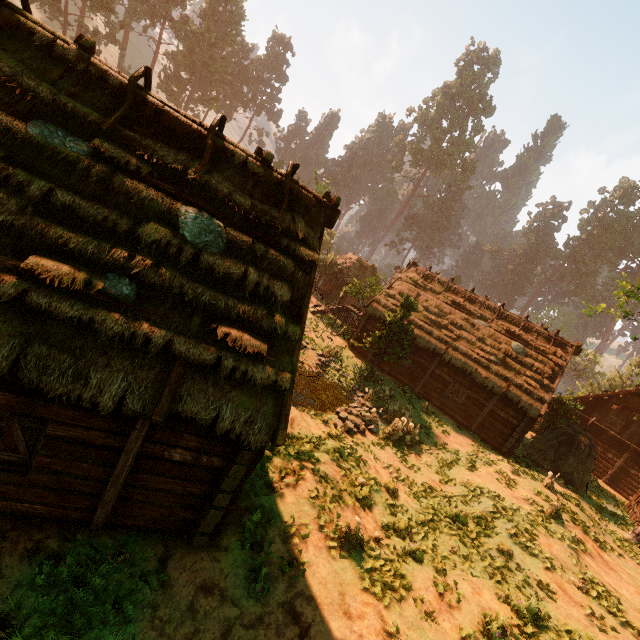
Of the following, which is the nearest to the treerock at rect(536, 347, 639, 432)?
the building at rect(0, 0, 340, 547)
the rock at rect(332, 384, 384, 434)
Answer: the building at rect(0, 0, 340, 547)

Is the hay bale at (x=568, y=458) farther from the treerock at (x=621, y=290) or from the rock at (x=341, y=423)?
the rock at (x=341, y=423)

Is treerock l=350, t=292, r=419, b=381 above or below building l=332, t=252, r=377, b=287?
below

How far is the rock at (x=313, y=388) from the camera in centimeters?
1723cm

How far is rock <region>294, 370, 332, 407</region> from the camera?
17.2 meters

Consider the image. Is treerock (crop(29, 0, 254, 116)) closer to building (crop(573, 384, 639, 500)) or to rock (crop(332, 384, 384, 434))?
building (crop(573, 384, 639, 500))

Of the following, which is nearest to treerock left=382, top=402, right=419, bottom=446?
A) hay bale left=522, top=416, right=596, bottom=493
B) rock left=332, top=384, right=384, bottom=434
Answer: hay bale left=522, top=416, right=596, bottom=493

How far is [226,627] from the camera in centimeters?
574cm
